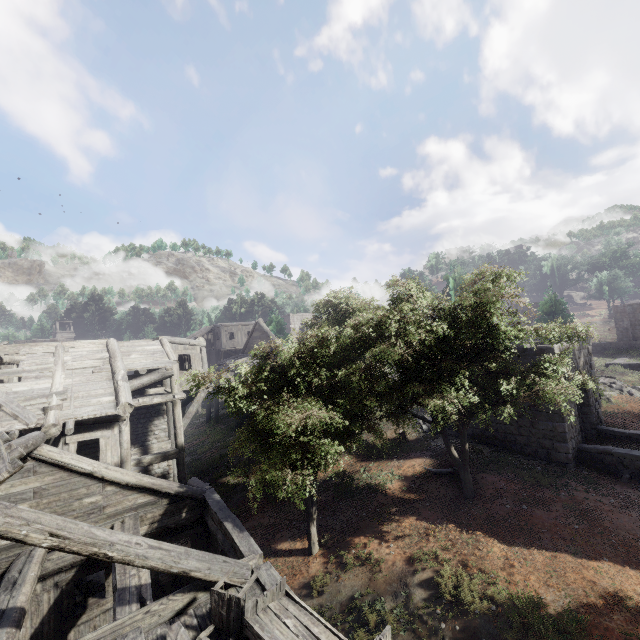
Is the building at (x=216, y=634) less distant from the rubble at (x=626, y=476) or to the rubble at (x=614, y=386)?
the rubble at (x=626, y=476)

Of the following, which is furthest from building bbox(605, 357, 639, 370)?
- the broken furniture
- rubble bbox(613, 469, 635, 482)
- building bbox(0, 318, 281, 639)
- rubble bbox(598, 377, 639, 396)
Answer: the broken furniture

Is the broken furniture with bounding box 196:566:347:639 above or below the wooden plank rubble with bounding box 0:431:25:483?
below

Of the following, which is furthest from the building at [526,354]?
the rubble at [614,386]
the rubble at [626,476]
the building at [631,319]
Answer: the building at [631,319]

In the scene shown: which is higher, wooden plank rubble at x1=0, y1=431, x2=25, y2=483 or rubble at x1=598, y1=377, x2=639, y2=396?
wooden plank rubble at x1=0, y1=431, x2=25, y2=483

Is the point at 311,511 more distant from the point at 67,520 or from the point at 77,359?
the point at 77,359

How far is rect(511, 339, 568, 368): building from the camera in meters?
14.2 m

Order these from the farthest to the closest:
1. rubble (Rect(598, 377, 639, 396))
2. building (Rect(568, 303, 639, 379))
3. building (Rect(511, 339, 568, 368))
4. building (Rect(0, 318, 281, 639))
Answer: rubble (Rect(598, 377, 639, 396)), building (Rect(568, 303, 639, 379)), building (Rect(511, 339, 568, 368)), building (Rect(0, 318, 281, 639))
